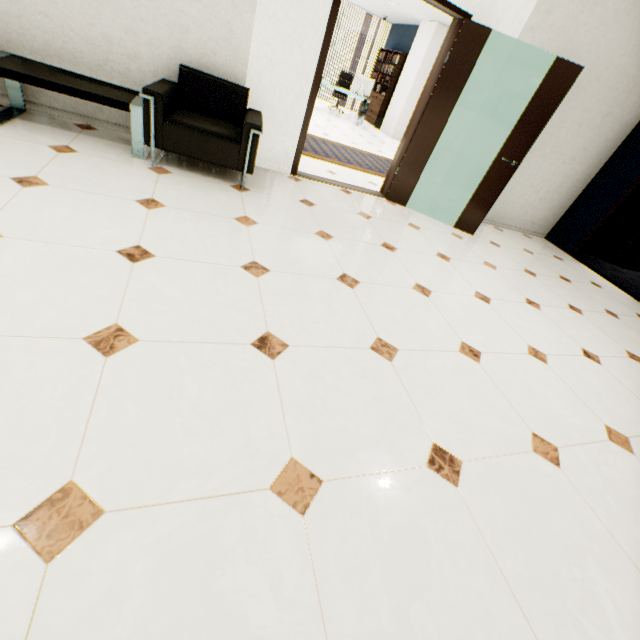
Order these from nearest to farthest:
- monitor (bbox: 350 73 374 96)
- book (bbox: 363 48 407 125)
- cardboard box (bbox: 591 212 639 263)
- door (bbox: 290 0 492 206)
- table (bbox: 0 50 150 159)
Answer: table (bbox: 0 50 150 159) → door (bbox: 290 0 492 206) → cardboard box (bbox: 591 212 639 263) → monitor (bbox: 350 73 374 96) → book (bbox: 363 48 407 125)

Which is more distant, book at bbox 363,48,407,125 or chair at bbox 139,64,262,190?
book at bbox 363,48,407,125

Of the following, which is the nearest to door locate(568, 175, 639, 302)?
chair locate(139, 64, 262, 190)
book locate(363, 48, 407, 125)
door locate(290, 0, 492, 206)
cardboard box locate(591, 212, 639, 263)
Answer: cardboard box locate(591, 212, 639, 263)

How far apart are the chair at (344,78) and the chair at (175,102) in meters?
9.4 m

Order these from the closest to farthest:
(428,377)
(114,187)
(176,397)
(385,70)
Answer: (176,397)
(428,377)
(114,187)
(385,70)

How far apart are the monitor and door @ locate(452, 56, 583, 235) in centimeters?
764cm

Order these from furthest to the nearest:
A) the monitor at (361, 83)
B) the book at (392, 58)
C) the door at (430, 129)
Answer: the book at (392, 58) < the monitor at (361, 83) < the door at (430, 129)

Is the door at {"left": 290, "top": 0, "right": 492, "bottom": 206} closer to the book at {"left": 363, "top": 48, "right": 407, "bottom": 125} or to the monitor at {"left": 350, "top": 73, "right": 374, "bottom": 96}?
the monitor at {"left": 350, "top": 73, "right": 374, "bottom": 96}
